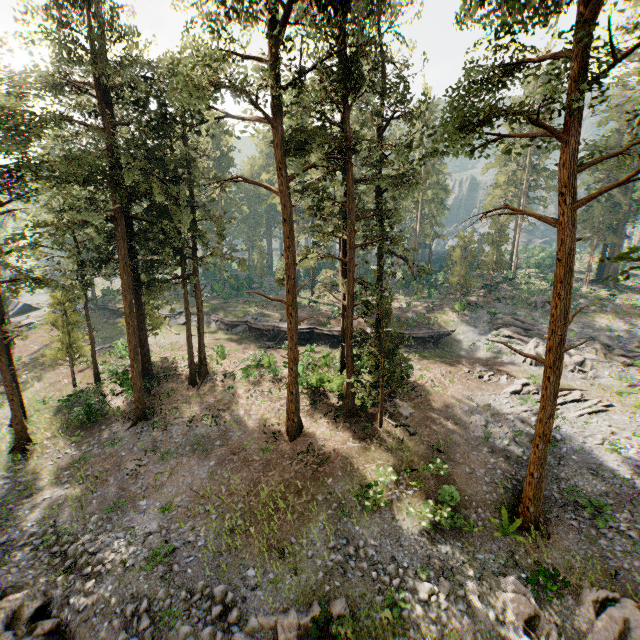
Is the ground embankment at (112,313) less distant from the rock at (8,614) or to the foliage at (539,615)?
the foliage at (539,615)

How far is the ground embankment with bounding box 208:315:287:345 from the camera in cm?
3631

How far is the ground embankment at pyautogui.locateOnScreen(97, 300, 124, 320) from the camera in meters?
47.1

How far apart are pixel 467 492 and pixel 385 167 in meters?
22.0

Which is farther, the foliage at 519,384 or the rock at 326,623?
the foliage at 519,384

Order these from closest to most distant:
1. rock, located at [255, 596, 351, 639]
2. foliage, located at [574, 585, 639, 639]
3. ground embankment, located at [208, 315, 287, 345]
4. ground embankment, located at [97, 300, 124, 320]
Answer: rock, located at [255, 596, 351, 639] → foliage, located at [574, 585, 639, 639] → ground embankment, located at [208, 315, 287, 345] → ground embankment, located at [97, 300, 124, 320]

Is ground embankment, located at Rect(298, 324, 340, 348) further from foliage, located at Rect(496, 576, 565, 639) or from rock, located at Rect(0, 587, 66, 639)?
rock, located at Rect(0, 587, 66, 639)

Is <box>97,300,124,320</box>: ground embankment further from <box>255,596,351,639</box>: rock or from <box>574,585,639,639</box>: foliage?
<box>255,596,351,639</box>: rock
